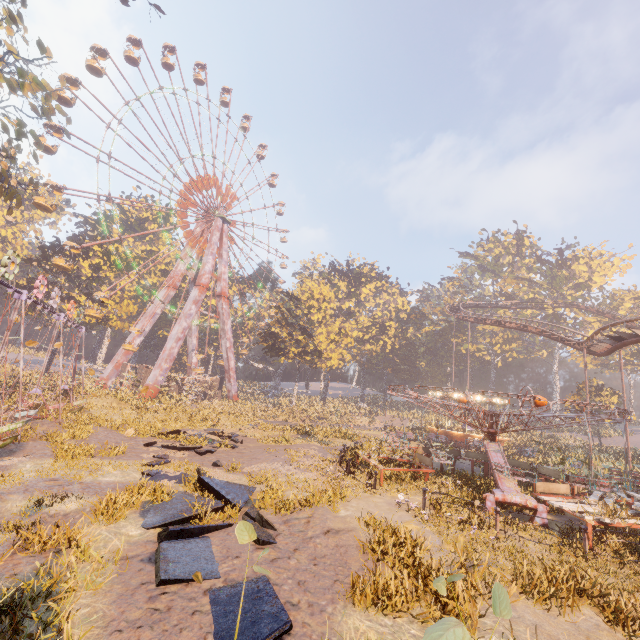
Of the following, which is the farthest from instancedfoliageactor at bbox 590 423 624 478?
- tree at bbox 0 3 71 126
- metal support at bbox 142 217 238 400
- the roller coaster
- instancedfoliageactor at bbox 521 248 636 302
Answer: tree at bbox 0 3 71 126

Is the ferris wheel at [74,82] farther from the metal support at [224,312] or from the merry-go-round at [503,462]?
the merry-go-round at [503,462]

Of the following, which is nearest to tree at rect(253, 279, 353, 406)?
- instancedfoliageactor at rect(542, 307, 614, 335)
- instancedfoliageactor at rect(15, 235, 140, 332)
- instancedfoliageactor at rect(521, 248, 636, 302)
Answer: instancedfoliageactor at rect(542, 307, 614, 335)

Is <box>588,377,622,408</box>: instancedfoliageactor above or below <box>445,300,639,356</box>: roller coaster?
below

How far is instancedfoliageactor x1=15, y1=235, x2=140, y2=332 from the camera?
39.56m

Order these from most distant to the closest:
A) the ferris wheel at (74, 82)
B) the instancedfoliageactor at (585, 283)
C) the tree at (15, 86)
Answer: the instancedfoliageactor at (585, 283) → the ferris wheel at (74, 82) → the tree at (15, 86)

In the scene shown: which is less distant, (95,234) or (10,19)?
(10,19)

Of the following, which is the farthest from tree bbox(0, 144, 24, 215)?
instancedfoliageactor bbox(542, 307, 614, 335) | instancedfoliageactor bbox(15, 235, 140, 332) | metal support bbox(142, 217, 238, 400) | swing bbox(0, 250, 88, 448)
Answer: instancedfoliageactor bbox(542, 307, 614, 335)
